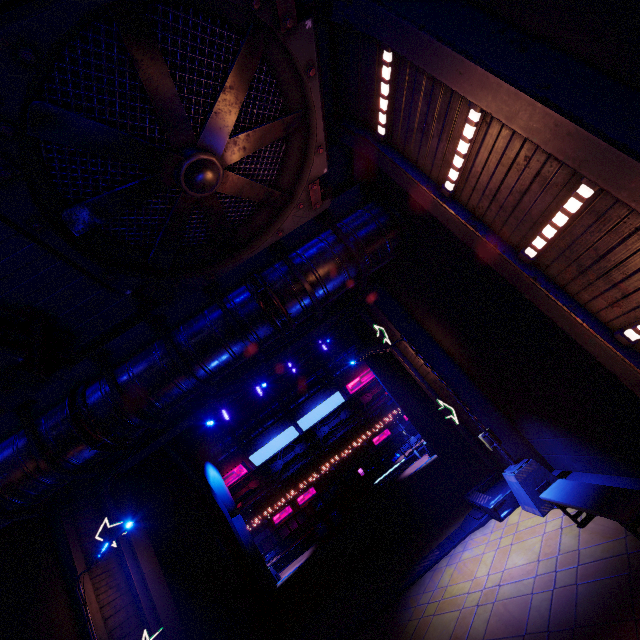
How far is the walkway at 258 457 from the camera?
27.53m

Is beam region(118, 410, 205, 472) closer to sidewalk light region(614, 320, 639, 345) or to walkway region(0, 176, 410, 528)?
walkway region(0, 176, 410, 528)

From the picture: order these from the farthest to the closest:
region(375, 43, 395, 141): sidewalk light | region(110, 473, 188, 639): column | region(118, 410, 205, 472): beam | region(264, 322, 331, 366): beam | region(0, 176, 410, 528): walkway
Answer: region(264, 322, 331, 366): beam, region(118, 410, 205, 472): beam, region(110, 473, 188, 639): column, region(0, 176, 410, 528): walkway, region(375, 43, 395, 141): sidewalk light

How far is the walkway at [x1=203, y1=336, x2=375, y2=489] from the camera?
27.53m

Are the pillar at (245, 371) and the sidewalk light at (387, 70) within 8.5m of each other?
no

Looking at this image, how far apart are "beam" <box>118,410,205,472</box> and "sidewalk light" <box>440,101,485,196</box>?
12.34m

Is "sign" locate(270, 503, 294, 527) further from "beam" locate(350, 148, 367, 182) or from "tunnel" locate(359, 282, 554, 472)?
"beam" locate(350, 148, 367, 182)

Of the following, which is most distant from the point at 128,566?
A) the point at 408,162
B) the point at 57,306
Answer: the point at 408,162
